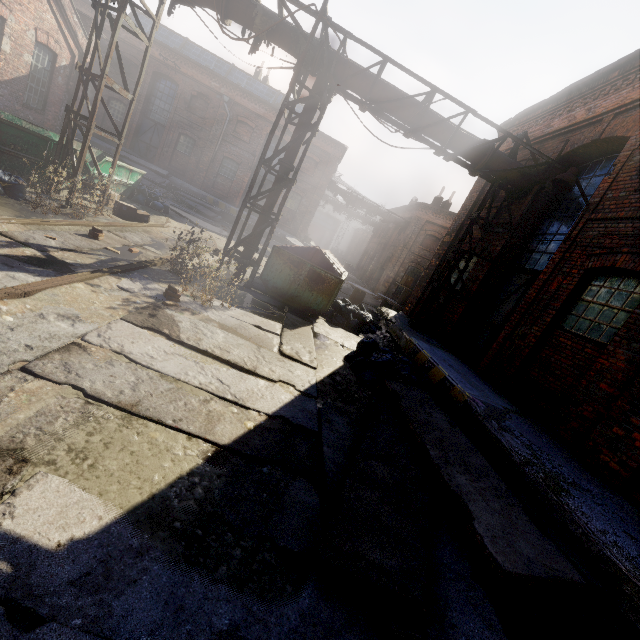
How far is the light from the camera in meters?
6.3 m

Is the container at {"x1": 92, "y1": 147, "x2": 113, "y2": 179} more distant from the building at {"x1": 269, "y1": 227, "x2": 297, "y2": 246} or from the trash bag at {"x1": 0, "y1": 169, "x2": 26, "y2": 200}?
the building at {"x1": 269, "y1": 227, "x2": 297, "y2": 246}

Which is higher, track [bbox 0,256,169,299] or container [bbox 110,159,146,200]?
container [bbox 110,159,146,200]

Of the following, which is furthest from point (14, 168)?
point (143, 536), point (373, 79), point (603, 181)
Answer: point (603, 181)

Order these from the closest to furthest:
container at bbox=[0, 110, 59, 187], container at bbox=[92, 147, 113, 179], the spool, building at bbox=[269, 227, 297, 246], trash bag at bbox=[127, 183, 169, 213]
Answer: container at bbox=[0, 110, 59, 187], container at bbox=[92, 147, 113, 179], trash bag at bbox=[127, 183, 169, 213], the spool, building at bbox=[269, 227, 297, 246]

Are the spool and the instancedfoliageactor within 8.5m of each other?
no

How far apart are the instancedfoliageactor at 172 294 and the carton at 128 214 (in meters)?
5.69

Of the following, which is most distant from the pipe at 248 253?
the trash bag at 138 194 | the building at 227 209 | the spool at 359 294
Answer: the building at 227 209
